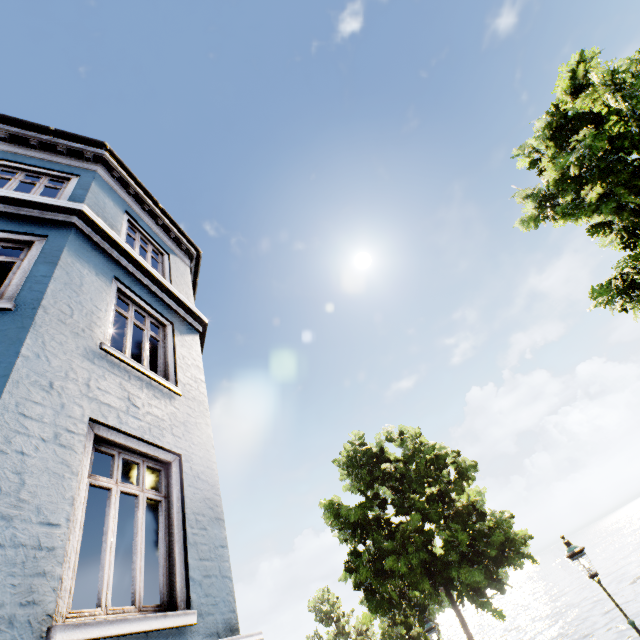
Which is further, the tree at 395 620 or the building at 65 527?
the tree at 395 620

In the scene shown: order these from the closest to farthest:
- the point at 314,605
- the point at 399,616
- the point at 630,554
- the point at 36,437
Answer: the point at 36,437 < the point at 399,616 < the point at 314,605 < the point at 630,554

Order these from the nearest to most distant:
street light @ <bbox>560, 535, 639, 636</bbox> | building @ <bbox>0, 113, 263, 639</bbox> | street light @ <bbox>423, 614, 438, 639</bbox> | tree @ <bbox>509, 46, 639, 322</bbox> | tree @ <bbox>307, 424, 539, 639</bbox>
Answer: building @ <bbox>0, 113, 263, 639</bbox> < tree @ <bbox>509, 46, 639, 322</bbox> < street light @ <bbox>560, 535, 639, 636</bbox> < tree @ <bbox>307, 424, 539, 639</bbox> < street light @ <bbox>423, 614, 438, 639</bbox>

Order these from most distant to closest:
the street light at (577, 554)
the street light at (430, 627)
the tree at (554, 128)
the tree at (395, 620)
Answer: the street light at (430, 627) → the tree at (395, 620) → the street light at (577, 554) → the tree at (554, 128)

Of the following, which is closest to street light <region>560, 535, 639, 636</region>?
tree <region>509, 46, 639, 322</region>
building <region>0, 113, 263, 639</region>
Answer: building <region>0, 113, 263, 639</region>

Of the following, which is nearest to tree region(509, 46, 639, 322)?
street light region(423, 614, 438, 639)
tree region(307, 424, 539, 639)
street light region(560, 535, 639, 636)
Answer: tree region(307, 424, 539, 639)

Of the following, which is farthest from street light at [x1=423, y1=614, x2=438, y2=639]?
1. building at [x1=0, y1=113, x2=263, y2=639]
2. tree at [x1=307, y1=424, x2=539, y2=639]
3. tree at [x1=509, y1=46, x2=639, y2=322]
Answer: tree at [x1=509, y1=46, x2=639, y2=322]
